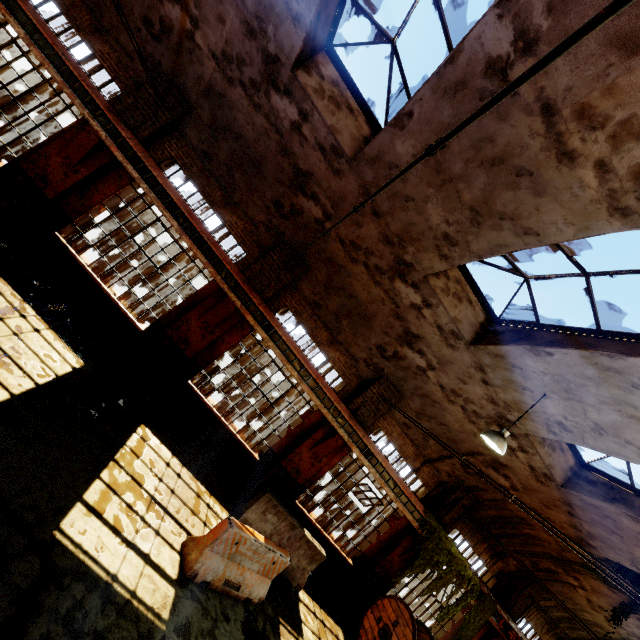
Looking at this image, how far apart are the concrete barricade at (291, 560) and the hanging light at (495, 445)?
4.89m

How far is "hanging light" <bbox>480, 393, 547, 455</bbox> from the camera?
6.45m

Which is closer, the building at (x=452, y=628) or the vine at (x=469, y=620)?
the vine at (x=469, y=620)

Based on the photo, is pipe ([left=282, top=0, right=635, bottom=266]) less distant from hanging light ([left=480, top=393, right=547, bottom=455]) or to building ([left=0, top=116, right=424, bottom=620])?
building ([left=0, top=116, right=424, bottom=620])

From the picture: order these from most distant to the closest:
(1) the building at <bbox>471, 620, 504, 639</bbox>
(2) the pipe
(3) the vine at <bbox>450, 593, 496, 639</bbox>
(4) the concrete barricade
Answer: (1) the building at <bbox>471, 620, 504, 639</bbox> < (3) the vine at <bbox>450, 593, 496, 639</bbox> < (4) the concrete barricade < (2) the pipe

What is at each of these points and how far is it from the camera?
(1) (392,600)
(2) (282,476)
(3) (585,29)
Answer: (1) cable drum, 9.62m
(2) building, 9.48m
(3) pipe, 0.90m

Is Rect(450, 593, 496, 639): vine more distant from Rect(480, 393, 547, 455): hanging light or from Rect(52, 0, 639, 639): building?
Rect(480, 393, 547, 455): hanging light

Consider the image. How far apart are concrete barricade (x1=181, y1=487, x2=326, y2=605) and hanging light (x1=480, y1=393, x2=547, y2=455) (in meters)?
4.89
